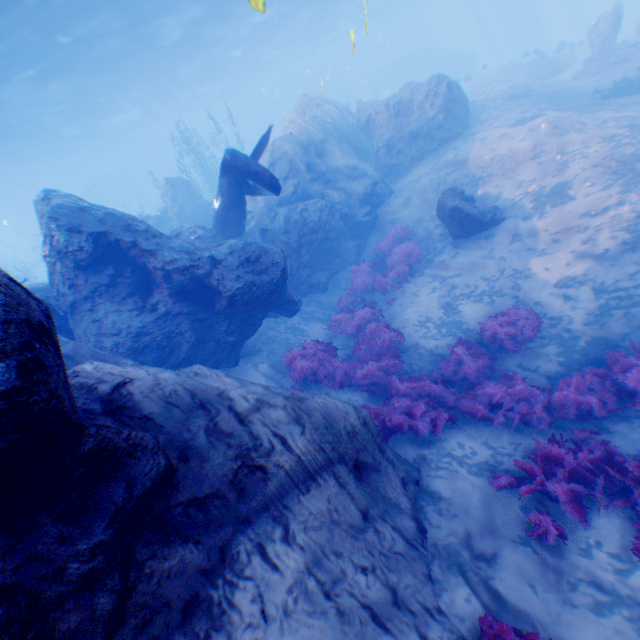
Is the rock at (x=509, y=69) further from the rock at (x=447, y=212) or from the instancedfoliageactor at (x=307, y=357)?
the instancedfoliageactor at (x=307, y=357)

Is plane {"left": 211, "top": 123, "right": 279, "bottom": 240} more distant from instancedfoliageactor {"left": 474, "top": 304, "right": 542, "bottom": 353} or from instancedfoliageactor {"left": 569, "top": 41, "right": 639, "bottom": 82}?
instancedfoliageactor {"left": 569, "top": 41, "right": 639, "bottom": 82}

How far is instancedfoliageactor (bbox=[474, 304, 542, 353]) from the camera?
7.9m

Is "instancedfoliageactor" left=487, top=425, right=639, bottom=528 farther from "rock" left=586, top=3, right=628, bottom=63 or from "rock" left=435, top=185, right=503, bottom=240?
"rock" left=586, top=3, right=628, bottom=63

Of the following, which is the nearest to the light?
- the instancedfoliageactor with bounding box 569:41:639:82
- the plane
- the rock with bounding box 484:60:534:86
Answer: the plane

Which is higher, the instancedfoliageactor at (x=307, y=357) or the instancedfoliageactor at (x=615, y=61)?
the instancedfoliageactor at (x=615, y=61)

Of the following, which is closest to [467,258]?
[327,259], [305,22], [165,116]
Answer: [327,259]

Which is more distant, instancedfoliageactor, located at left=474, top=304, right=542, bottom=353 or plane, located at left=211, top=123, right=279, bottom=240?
plane, located at left=211, top=123, right=279, bottom=240
